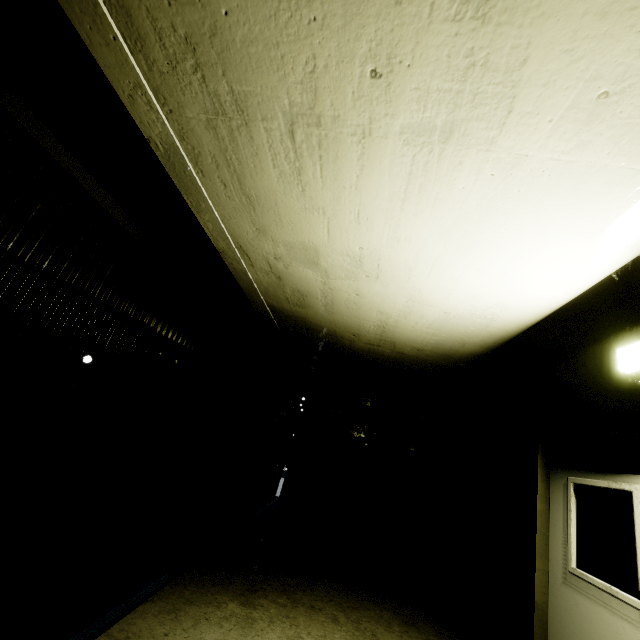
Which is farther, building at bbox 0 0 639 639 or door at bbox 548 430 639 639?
door at bbox 548 430 639 639

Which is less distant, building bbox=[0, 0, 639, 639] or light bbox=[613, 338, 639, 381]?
building bbox=[0, 0, 639, 639]

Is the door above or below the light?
below

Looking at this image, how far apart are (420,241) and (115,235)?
3.5 meters

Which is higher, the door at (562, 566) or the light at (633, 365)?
the light at (633, 365)

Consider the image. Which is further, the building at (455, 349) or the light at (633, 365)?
the light at (633, 365)
